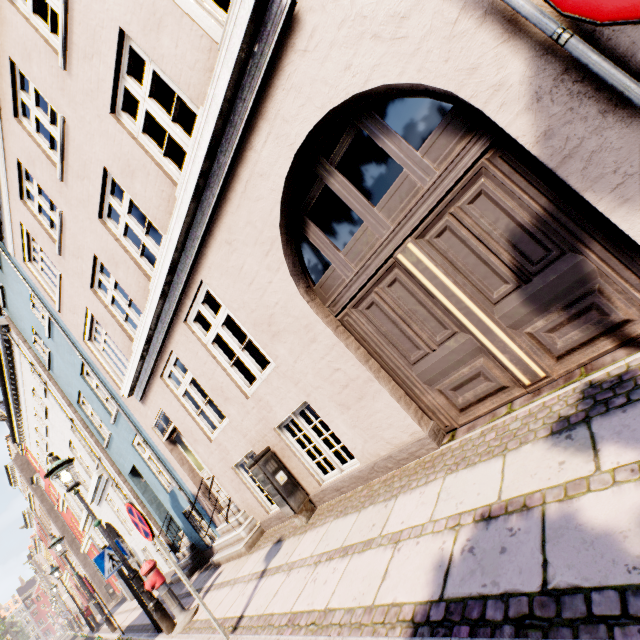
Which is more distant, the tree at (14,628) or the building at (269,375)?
the tree at (14,628)

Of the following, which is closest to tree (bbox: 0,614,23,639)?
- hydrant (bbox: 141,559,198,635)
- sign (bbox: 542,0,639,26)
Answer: hydrant (bbox: 141,559,198,635)

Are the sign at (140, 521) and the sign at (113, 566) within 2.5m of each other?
no

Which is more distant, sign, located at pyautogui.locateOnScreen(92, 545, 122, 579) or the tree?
the tree

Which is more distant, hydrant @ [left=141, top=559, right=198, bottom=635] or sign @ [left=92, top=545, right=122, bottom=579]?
sign @ [left=92, top=545, right=122, bottom=579]

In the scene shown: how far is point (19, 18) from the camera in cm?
522

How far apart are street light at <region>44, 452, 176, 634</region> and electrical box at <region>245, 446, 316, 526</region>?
3.1 meters

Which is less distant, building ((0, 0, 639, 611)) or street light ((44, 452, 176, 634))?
building ((0, 0, 639, 611))
